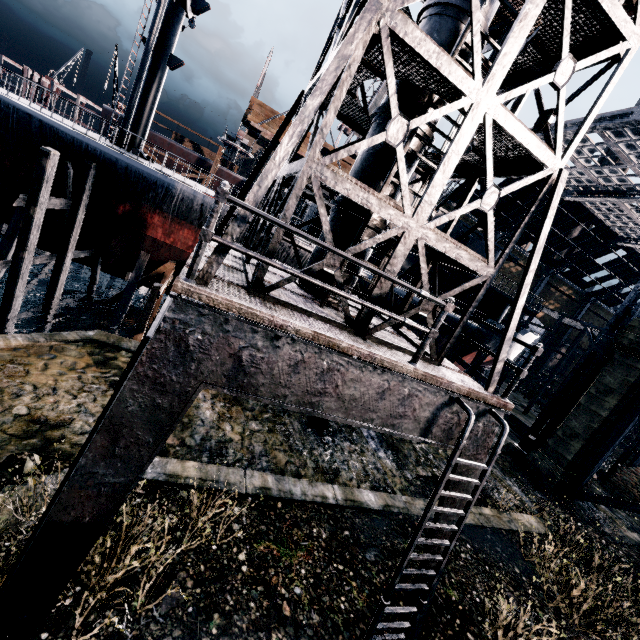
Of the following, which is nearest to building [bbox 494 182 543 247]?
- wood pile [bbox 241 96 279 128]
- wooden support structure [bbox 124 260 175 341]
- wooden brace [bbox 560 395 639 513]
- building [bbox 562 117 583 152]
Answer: wooden brace [bbox 560 395 639 513]

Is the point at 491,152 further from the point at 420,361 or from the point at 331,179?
the point at 420,361

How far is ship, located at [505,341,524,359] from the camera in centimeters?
2870cm

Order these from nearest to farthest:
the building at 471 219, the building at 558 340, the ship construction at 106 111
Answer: the ship construction at 106 111, the building at 471 219, the building at 558 340

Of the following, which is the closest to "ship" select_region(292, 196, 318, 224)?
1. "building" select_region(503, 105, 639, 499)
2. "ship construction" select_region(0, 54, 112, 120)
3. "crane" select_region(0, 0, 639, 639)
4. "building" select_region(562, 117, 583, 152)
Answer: "crane" select_region(0, 0, 639, 639)

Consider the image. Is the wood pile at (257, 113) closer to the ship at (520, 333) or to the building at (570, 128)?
the ship at (520, 333)

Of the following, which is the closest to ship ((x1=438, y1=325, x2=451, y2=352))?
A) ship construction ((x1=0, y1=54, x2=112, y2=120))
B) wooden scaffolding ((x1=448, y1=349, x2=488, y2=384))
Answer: wooden scaffolding ((x1=448, y1=349, x2=488, y2=384))

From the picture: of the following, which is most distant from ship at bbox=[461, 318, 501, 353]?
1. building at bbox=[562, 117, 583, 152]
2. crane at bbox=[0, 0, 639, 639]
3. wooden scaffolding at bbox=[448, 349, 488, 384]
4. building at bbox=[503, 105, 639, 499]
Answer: building at bbox=[562, 117, 583, 152]
